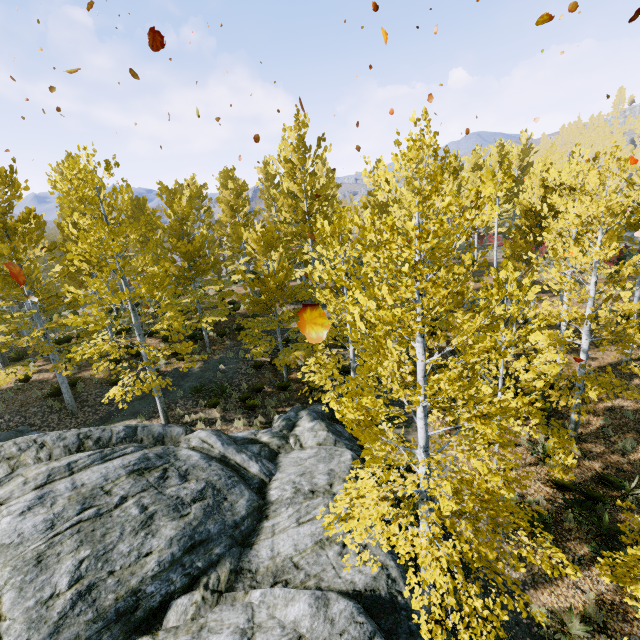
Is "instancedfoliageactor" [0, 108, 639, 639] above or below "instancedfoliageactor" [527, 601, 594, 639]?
above

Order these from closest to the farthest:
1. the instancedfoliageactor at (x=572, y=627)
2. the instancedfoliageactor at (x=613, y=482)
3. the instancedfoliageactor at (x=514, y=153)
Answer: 1. the instancedfoliageactor at (x=514, y=153)
2. the instancedfoliageactor at (x=572, y=627)
3. the instancedfoliageactor at (x=613, y=482)

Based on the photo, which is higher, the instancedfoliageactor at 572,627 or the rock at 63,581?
the rock at 63,581

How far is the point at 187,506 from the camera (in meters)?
7.60

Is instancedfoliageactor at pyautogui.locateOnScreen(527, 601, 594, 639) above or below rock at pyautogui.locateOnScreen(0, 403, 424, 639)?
below

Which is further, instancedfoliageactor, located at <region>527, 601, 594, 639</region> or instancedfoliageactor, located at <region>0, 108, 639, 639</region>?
instancedfoliageactor, located at <region>527, 601, 594, 639</region>

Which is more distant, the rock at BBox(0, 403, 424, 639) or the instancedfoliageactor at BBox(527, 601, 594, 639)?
the instancedfoliageactor at BBox(527, 601, 594, 639)
